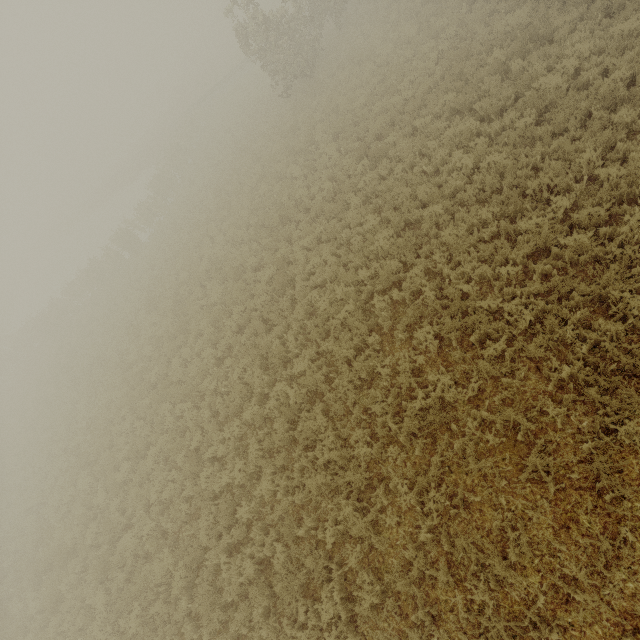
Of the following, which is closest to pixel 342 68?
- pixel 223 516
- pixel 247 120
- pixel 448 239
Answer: pixel 247 120
